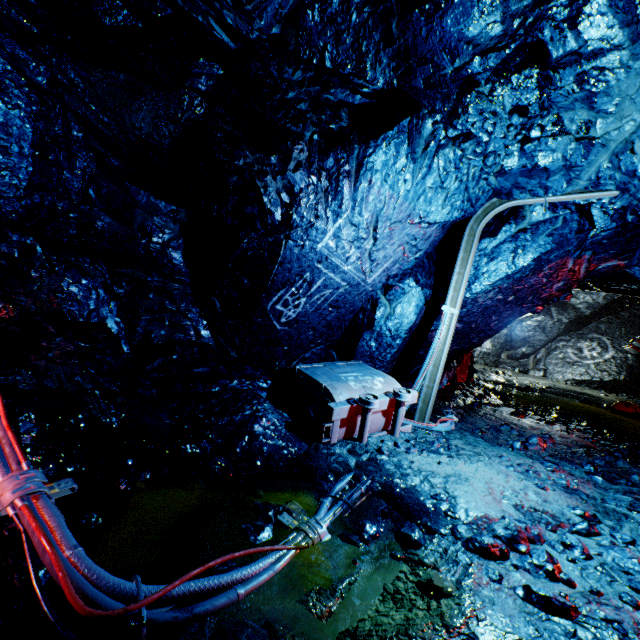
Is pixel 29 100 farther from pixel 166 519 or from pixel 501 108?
pixel 501 108

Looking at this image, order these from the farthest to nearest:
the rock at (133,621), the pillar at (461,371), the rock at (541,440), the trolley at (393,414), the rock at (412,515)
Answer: the pillar at (461,371) → the rock at (541,440) → the trolley at (393,414) → the rock at (412,515) → the rock at (133,621)

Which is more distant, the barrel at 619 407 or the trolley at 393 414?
the barrel at 619 407

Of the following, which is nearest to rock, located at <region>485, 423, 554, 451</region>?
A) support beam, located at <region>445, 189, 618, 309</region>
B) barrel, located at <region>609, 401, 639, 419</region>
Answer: support beam, located at <region>445, 189, 618, 309</region>

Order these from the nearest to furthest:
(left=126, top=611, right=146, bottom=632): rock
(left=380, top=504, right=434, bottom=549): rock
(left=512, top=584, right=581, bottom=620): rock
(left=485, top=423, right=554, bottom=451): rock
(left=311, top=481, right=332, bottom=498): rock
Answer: (left=126, top=611, right=146, bottom=632): rock, (left=512, top=584, right=581, bottom=620): rock, (left=380, top=504, right=434, bottom=549): rock, (left=311, top=481, right=332, bottom=498): rock, (left=485, top=423, right=554, bottom=451): rock

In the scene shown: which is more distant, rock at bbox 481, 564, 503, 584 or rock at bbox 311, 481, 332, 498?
rock at bbox 311, 481, 332, 498

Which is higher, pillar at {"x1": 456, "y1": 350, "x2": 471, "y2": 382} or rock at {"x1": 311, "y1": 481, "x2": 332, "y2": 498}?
pillar at {"x1": 456, "y1": 350, "x2": 471, "y2": 382}
